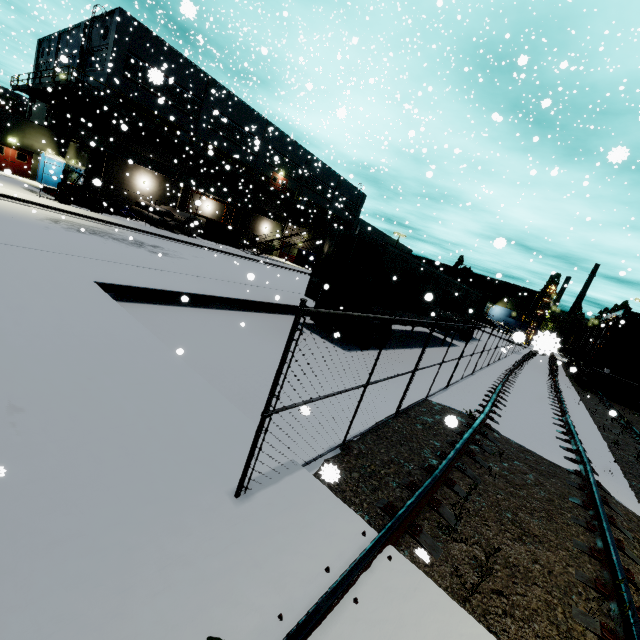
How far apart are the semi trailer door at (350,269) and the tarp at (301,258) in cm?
2739

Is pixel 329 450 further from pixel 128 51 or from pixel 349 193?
pixel 349 193

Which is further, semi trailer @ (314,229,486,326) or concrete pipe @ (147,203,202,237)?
concrete pipe @ (147,203,202,237)

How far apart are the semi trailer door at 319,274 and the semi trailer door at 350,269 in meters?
0.4

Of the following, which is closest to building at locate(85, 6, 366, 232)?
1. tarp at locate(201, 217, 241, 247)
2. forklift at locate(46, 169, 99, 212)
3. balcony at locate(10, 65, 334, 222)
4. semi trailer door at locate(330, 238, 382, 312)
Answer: balcony at locate(10, 65, 334, 222)

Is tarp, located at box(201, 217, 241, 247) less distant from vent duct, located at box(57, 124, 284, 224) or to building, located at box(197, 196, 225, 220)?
vent duct, located at box(57, 124, 284, 224)

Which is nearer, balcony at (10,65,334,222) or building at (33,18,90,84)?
balcony at (10,65,334,222)

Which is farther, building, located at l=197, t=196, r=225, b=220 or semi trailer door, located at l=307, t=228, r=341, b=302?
building, located at l=197, t=196, r=225, b=220
